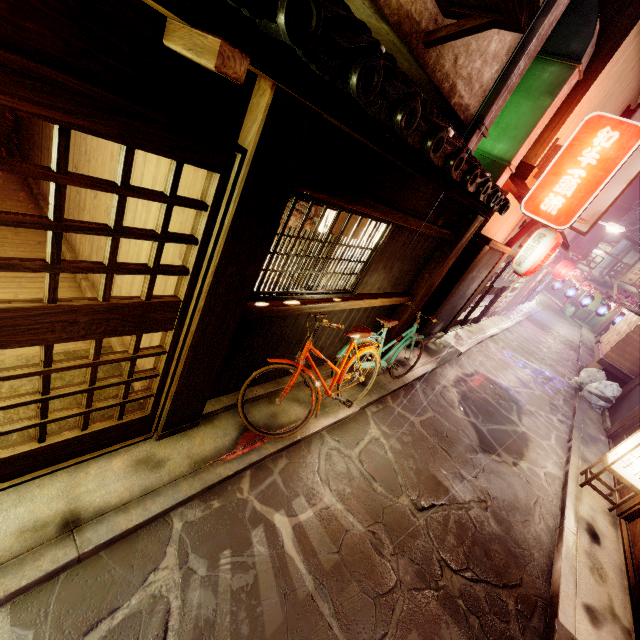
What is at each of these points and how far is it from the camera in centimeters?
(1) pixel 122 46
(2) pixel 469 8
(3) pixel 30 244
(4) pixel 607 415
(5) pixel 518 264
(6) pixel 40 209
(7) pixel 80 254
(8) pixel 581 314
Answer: (1) wood panel, 260cm
(2) terrace, 605cm
(3) building, 878cm
(4) foundation, 1830cm
(5) lantern, 1366cm
(6) building, 1038cm
(7) building, 870cm
(8) table, 5753cm

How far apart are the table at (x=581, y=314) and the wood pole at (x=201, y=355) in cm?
7044

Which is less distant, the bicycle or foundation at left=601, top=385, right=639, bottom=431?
the bicycle

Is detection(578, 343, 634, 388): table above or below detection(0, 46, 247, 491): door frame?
below

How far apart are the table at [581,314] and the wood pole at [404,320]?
62.7m

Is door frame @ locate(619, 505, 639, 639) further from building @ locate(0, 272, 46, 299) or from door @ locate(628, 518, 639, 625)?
building @ locate(0, 272, 46, 299)

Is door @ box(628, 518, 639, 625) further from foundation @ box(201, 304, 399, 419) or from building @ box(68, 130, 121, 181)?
building @ box(68, 130, 121, 181)

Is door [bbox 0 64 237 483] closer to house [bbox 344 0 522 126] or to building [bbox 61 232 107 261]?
building [bbox 61 232 107 261]
